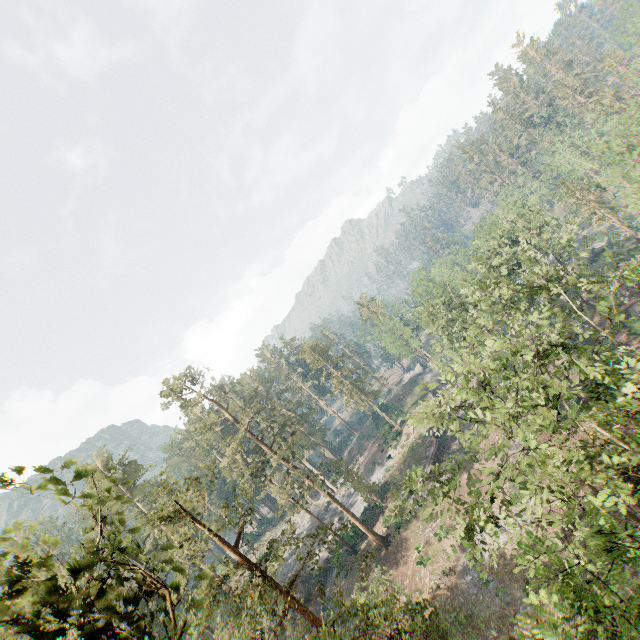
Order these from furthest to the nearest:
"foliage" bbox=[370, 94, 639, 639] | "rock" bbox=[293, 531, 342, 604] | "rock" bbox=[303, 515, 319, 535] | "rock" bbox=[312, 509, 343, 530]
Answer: "rock" bbox=[303, 515, 319, 535] → "rock" bbox=[312, 509, 343, 530] → "rock" bbox=[293, 531, 342, 604] → "foliage" bbox=[370, 94, 639, 639]

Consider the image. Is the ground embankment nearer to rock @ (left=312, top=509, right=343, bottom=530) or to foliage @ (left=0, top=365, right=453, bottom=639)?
foliage @ (left=0, top=365, right=453, bottom=639)

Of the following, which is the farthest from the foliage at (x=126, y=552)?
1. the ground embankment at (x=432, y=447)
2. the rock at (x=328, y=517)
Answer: the ground embankment at (x=432, y=447)

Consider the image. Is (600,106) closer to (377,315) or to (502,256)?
(502,256)

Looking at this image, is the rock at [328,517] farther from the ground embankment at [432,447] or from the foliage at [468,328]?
the ground embankment at [432,447]

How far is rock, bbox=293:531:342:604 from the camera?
40.9m

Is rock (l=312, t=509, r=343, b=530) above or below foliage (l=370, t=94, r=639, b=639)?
below

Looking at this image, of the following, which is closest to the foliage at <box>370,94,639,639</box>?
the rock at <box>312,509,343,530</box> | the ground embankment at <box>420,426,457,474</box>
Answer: the rock at <box>312,509,343,530</box>
